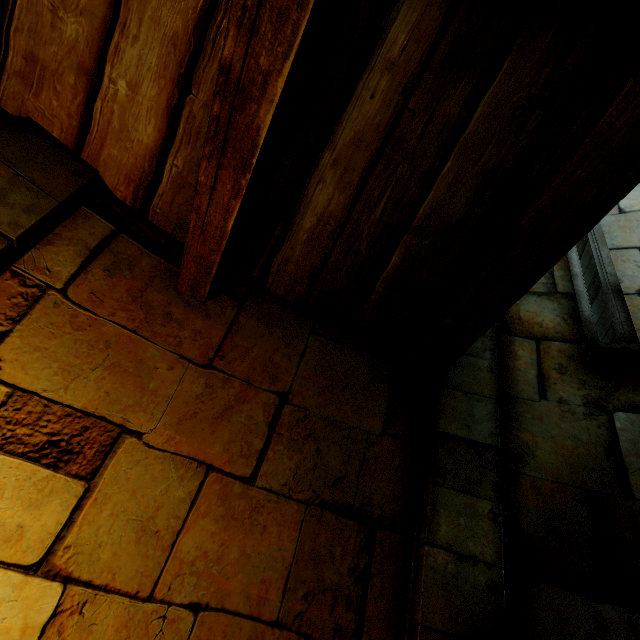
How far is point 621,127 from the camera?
1.0m
